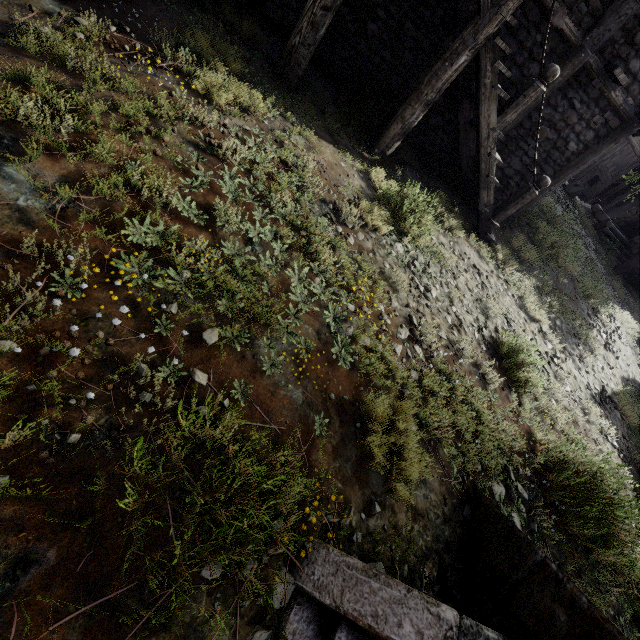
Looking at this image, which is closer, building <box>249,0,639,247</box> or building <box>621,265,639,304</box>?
building <box>249,0,639,247</box>

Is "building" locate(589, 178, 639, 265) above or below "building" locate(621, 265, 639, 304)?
above

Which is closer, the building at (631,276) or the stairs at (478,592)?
the stairs at (478,592)

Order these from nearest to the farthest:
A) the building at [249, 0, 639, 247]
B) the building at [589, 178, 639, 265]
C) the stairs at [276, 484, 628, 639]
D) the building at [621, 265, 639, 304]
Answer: the stairs at [276, 484, 628, 639] < the building at [249, 0, 639, 247] < the building at [621, 265, 639, 304] < the building at [589, 178, 639, 265]

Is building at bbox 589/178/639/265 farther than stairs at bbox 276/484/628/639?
Yes

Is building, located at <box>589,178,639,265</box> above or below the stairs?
above

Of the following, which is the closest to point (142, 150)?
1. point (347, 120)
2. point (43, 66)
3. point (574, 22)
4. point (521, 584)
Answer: point (43, 66)
